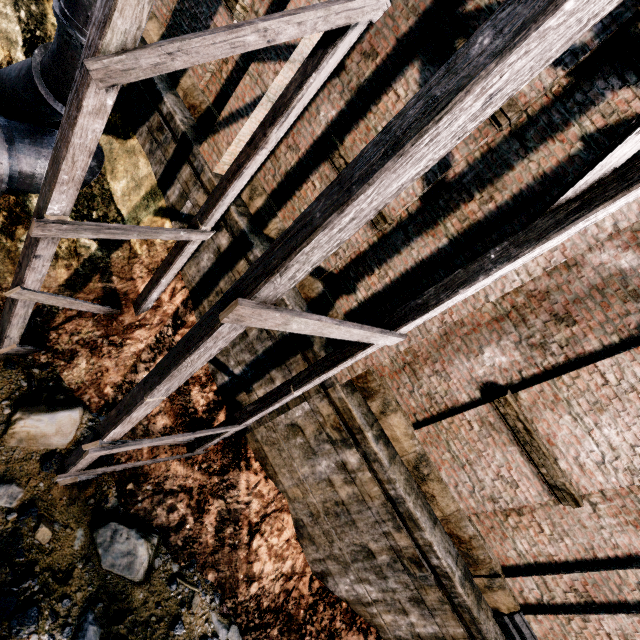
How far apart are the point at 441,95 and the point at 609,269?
5.0 meters

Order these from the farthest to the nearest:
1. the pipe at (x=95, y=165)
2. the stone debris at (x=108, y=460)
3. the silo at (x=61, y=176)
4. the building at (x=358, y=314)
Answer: the pipe at (x=95, y=165) → the stone debris at (x=108, y=460) → the building at (x=358, y=314) → the silo at (x=61, y=176)

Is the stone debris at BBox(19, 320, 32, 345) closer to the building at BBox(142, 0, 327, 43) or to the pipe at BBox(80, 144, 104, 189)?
the pipe at BBox(80, 144, 104, 189)

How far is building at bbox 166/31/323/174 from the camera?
6.3m

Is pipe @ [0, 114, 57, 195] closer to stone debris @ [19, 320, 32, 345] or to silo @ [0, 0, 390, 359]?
silo @ [0, 0, 390, 359]

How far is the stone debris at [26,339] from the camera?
7.13m

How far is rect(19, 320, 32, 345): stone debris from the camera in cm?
713

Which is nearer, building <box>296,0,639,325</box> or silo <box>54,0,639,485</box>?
→ silo <box>54,0,639,485</box>
